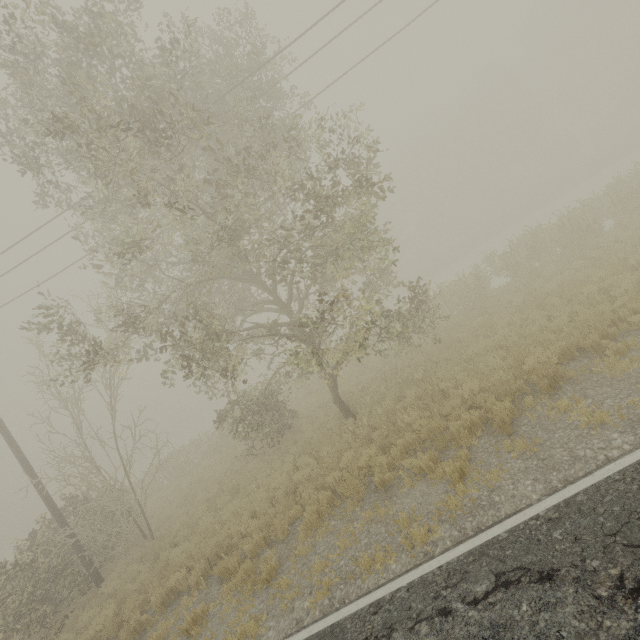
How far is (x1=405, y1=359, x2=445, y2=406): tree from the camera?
9.4m

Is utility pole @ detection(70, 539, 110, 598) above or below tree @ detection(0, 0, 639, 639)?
below

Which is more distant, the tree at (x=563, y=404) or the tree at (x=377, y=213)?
the tree at (x=377, y=213)

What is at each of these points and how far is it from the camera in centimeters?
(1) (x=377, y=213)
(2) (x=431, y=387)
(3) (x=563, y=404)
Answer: (1) tree, 768cm
(2) tree, 951cm
(3) tree, 606cm

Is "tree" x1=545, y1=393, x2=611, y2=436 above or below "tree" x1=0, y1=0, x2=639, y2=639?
below

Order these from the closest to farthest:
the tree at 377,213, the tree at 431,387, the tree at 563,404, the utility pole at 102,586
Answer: the tree at 563,404, the tree at 377,213, the tree at 431,387, the utility pole at 102,586

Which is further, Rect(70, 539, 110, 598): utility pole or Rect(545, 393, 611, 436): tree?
Rect(70, 539, 110, 598): utility pole

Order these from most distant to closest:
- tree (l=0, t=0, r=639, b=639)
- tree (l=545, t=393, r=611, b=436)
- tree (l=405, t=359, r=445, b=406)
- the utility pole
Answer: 1. the utility pole
2. tree (l=405, t=359, r=445, b=406)
3. tree (l=0, t=0, r=639, b=639)
4. tree (l=545, t=393, r=611, b=436)
